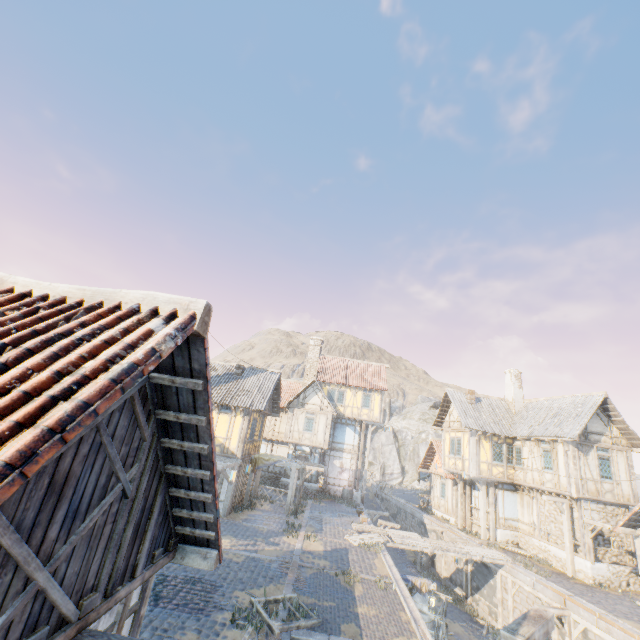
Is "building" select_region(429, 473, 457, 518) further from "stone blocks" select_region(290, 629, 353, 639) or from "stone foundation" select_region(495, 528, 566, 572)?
"stone foundation" select_region(495, 528, 566, 572)

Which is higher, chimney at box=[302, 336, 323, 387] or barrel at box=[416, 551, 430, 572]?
chimney at box=[302, 336, 323, 387]

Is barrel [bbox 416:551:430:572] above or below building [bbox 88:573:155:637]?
below

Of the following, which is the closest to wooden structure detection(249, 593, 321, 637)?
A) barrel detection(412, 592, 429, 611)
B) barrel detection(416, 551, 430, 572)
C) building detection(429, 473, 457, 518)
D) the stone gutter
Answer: the stone gutter

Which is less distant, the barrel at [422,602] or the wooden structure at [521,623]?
the wooden structure at [521,623]

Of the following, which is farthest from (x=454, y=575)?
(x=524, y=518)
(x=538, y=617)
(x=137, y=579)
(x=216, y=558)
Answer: (x=137, y=579)

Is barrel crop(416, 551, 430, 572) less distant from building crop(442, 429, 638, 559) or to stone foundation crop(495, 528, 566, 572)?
stone foundation crop(495, 528, 566, 572)

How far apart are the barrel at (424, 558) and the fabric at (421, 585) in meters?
11.5
